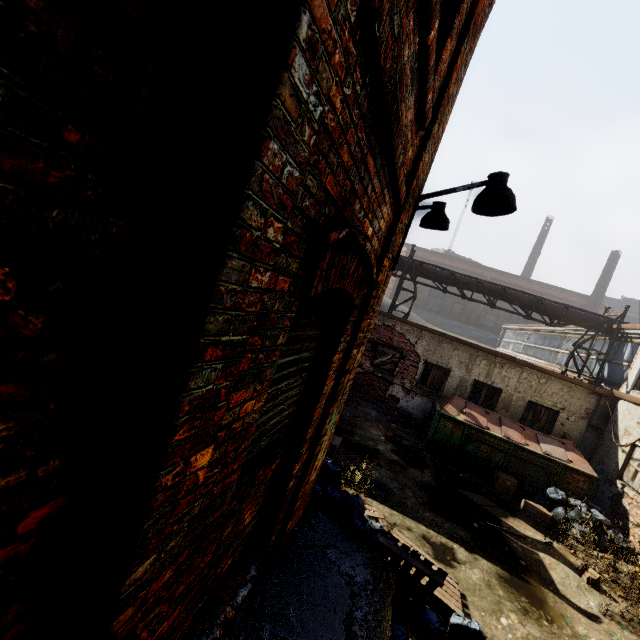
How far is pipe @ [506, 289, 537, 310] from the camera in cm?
1335

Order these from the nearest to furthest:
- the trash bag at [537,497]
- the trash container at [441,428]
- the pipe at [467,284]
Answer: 1. the trash bag at [537,497]
2. the trash container at [441,428]
3. the pipe at [467,284]

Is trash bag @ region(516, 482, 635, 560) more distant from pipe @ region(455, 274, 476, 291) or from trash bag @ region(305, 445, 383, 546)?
pipe @ region(455, 274, 476, 291)

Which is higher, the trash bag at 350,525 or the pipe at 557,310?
the pipe at 557,310

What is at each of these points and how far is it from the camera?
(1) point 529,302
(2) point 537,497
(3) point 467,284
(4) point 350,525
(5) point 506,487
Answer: (1) pipe, 13.4m
(2) trash bag, 8.9m
(3) pipe, 14.1m
(4) trash bag, 4.2m
(5) carton, 9.3m

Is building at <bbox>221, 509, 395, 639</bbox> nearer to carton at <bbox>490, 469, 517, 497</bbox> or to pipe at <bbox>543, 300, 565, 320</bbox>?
pipe at <bbox>543, 300, 565, 320</bbox>

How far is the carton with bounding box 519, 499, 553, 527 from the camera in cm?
820

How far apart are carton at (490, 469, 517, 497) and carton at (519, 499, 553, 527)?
0.52m
